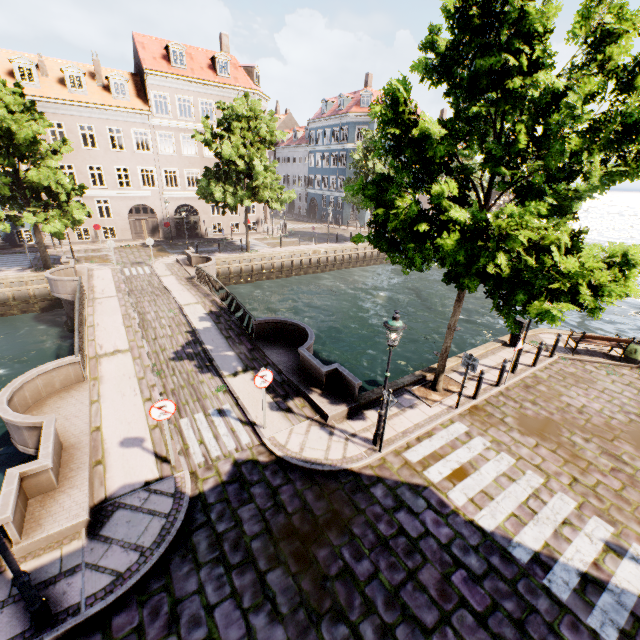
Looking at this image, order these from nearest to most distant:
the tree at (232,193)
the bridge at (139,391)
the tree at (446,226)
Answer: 1. the tree at (446,226)
2. the bridge at (139,391)
3. the tree at (232,193)

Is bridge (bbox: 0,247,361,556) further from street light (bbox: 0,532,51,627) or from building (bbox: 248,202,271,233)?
building (bbox: 248,202,271,233)

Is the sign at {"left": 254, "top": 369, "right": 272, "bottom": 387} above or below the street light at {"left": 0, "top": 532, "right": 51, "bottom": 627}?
above

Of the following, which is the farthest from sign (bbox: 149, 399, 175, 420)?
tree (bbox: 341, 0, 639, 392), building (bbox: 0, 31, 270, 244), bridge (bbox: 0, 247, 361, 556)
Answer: building (bbox: 0, 31, 270, 244)

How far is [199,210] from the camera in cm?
3316

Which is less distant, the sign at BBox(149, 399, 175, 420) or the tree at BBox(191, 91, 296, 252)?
the sign at BBox(149, 399, 175, 420)

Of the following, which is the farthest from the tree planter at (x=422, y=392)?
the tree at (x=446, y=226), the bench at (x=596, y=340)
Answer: the bench at (x=596, y=340)

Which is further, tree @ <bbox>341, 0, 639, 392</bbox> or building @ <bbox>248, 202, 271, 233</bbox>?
building @ <bbox>248, 202, 271, 233</bbox>
